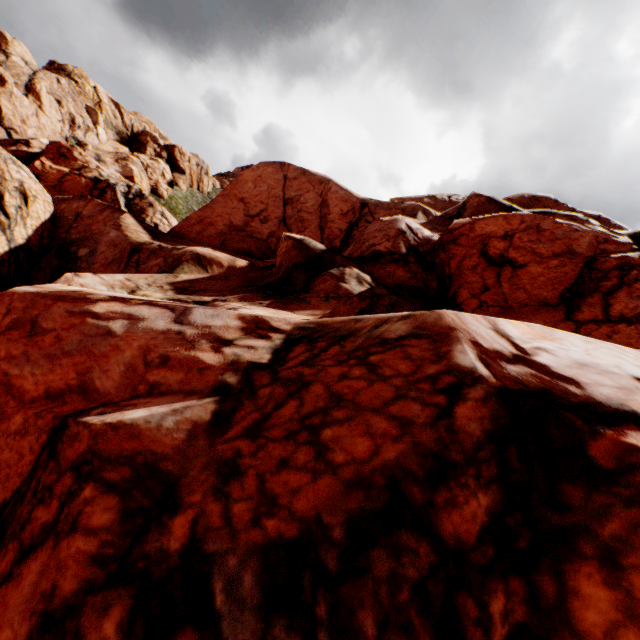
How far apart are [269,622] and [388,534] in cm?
118
